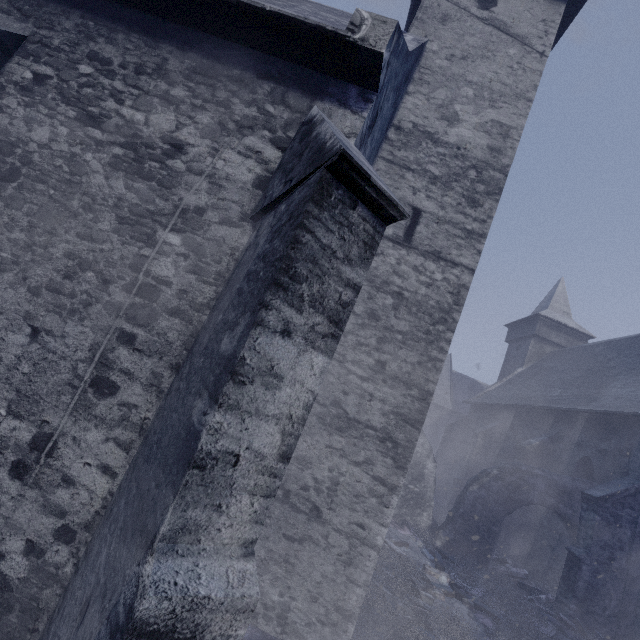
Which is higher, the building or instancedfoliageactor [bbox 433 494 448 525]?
the building

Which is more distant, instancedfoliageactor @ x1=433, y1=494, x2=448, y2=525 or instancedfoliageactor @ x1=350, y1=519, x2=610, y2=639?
instancedfoliageactor @ x1=433, y1=494, x2=448, y2=525

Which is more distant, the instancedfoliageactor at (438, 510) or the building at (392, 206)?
the instancedfoliageactor at (438, 510)

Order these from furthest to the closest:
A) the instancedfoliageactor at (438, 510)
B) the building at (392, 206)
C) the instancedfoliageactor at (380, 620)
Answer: the instancedfoliageactor at (438, 510) < the instancedfoliageactor at (380, 620) < the building at (392, 206)

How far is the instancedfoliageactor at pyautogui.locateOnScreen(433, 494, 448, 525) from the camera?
15.4m

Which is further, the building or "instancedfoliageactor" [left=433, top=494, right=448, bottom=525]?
"instancedfoliageactor" [left=433, top=494, right=448, bottom=525]

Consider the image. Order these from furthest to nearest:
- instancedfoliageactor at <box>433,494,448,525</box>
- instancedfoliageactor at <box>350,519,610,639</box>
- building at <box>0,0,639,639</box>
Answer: instancedfoliageactor at <box>433,494,448,525</box> → instancedfoliageactor at <box>350,519,610,639</box> → building at <box>0,0,639,639</box>

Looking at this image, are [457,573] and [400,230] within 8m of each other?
no
